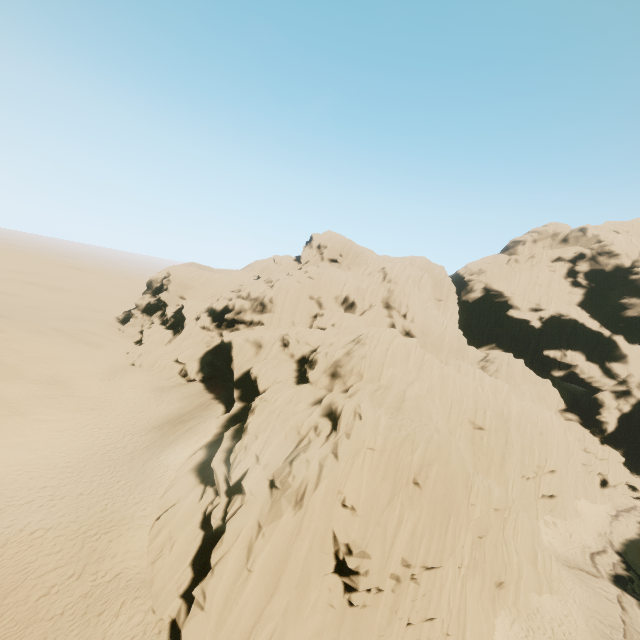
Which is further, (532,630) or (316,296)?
(316,296)
